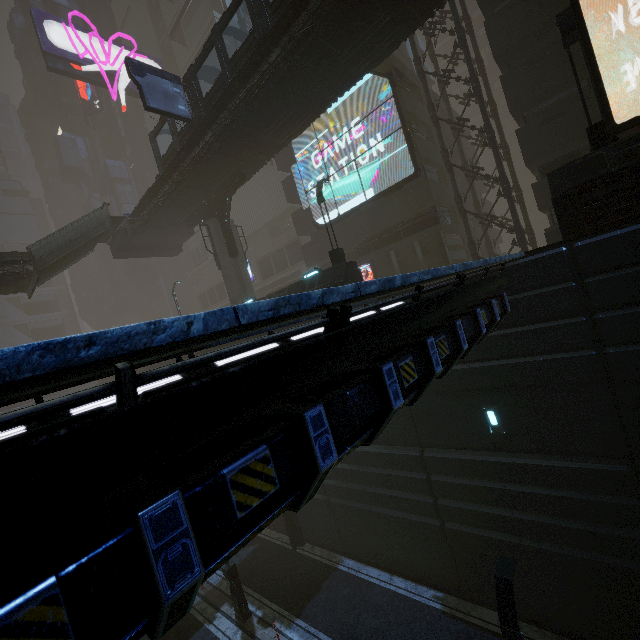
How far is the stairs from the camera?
21.8 meters

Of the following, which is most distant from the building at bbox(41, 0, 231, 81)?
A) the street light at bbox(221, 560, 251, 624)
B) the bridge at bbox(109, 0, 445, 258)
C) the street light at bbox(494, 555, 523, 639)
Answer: the bridge at bbox(109, 0, 445, 258)

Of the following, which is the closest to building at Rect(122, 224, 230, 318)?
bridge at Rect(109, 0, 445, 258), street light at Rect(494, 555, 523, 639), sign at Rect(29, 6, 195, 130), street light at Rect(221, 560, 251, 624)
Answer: sign at Rect(29, 6, 195, 130)

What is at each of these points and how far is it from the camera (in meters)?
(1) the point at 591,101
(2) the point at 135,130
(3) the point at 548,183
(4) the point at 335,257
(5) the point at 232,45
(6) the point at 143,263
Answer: (1) building, 15.06
(2) building, 56.06
(3) building, 9.16
(4) street light, 16.31
(5) building, 38.09
(6) building, 54.38

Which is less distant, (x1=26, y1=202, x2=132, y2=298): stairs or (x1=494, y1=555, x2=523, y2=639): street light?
(x1=494, y1=555, x2=523, y2=639): street light

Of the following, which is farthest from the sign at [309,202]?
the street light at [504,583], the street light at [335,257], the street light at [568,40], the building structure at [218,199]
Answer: the street light at [504,583]

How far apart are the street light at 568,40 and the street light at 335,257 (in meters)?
9.67

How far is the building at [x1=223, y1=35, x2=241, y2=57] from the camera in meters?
37.4 m
